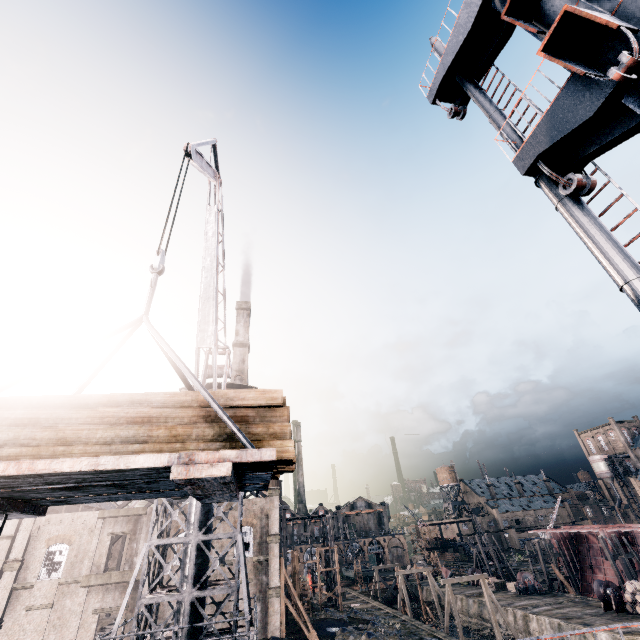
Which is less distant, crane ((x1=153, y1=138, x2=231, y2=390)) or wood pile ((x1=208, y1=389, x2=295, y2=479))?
wood pile ((x1=208, y1=389, x2=295, y2=479))

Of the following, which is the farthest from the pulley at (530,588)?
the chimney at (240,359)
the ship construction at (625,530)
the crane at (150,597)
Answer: the crane at (150,597)

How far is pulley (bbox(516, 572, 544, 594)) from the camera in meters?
45.8 m

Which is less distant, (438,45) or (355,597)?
(438,45)

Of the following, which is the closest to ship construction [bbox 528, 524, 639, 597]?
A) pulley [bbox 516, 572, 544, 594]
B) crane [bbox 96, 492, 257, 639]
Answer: pulley [bbox 516, 572, 544, 594]

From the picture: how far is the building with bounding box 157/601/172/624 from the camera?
30.2 meters

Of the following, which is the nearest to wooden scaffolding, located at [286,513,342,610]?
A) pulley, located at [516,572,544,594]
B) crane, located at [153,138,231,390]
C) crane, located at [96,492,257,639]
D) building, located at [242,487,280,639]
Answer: building, located at [242,487,280,639]

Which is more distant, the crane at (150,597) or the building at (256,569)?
the building at (256,569)
